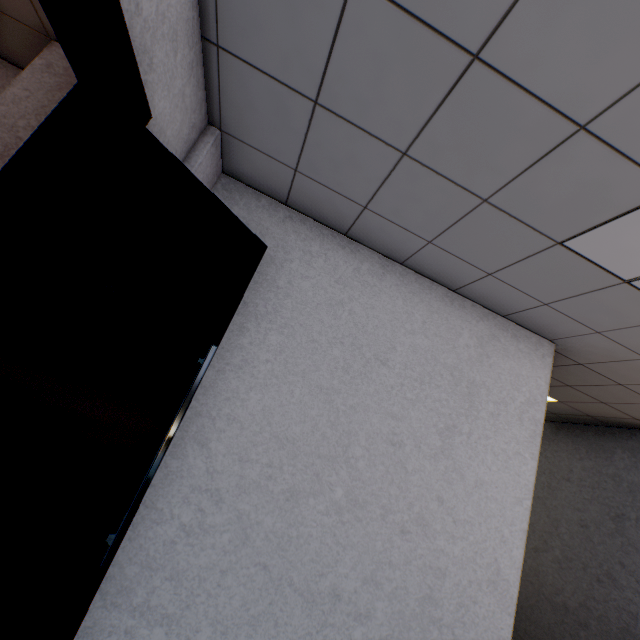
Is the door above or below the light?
below

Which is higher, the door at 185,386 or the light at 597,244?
the light at 597,244

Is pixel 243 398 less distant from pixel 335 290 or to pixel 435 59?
pixel 335 290
